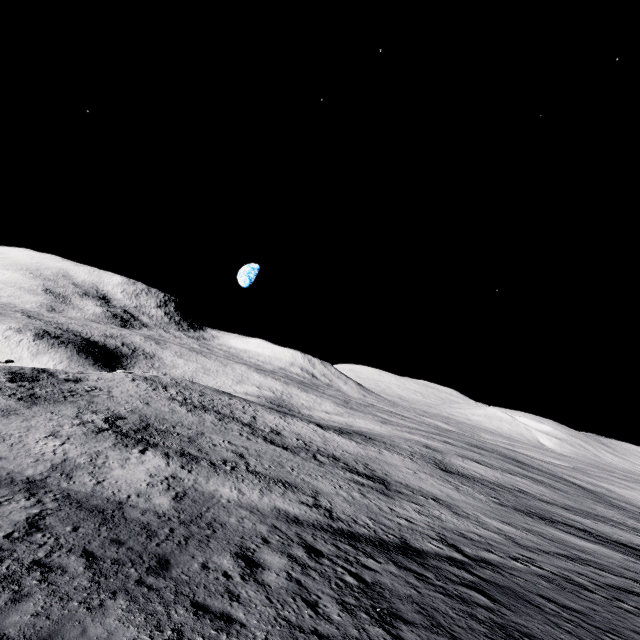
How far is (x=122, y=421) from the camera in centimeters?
2623cm
